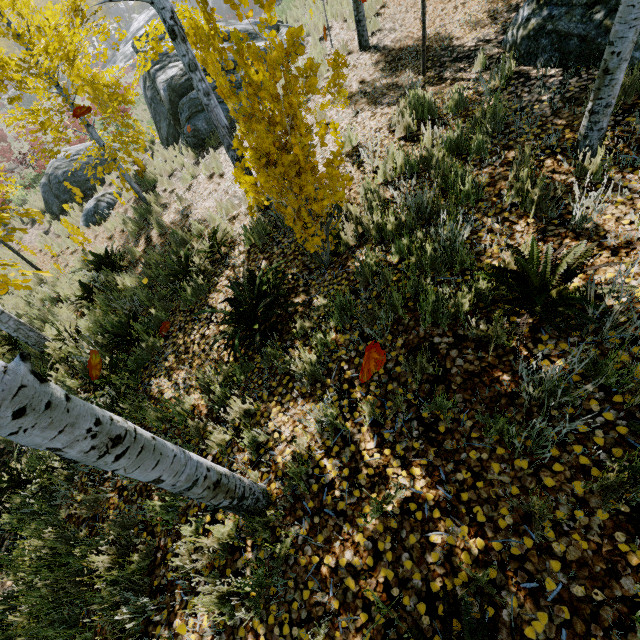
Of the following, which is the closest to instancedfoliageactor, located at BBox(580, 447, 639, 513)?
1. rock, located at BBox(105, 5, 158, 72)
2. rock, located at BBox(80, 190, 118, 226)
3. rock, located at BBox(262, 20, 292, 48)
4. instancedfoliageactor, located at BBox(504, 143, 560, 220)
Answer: instancedfoliageactor, located at BBox(504, 143, 560, 220)

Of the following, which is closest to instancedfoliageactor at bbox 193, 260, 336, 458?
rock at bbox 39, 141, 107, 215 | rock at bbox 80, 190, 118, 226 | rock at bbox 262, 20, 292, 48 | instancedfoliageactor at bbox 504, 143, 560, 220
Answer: instancedfoliageactor at bbox 504, 143, 560, 220

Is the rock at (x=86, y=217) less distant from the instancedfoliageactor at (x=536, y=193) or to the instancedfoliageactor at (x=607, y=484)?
the instancedfoliageactor at (x=607, y=484)

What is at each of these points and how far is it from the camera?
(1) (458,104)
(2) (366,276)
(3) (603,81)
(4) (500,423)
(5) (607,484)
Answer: (1) instancedfoliageactor, 4.68m
(2) instancedfoliageactor, 3.54m
(3) instancedfoliageactor, 2.84m
(4) instancedfoliageactor, 2.12m
(5) instancedfoliageactor, 1.78m

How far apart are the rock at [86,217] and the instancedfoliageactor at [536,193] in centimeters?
1188cm

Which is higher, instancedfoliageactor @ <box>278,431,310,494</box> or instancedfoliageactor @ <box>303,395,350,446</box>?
instancedfoliageactor @ <box>303,395,350,446</box>

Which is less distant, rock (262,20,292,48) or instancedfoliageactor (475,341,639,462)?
instancedfoliageactor (475,341,639,462)

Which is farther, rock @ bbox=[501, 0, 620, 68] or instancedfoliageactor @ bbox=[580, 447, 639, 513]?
rock @ bbox=[501, 0, 620, 68]
